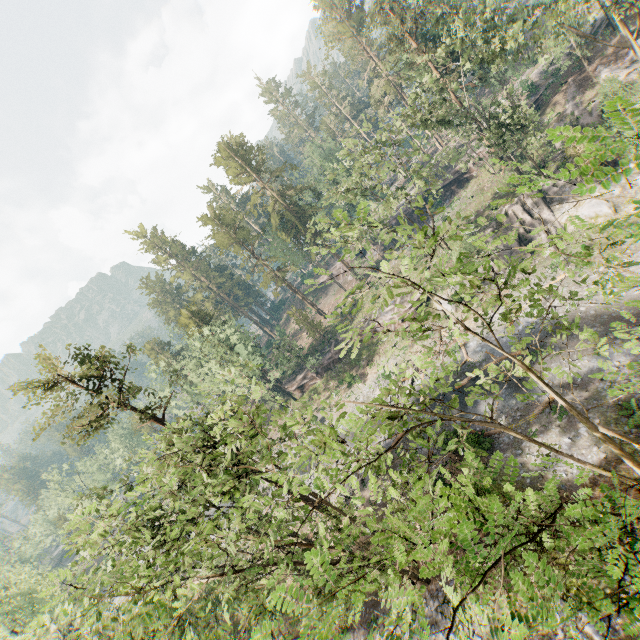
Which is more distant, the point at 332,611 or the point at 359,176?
the point at 359,176

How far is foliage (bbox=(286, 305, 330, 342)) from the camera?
50.09m

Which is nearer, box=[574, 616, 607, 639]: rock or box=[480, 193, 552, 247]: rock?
box=[574, 616, 607, 639]: rock

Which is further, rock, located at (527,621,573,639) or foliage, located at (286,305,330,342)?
foliage, located at (286,305,330,342)

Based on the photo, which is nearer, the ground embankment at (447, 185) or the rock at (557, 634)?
the rock at (557, 634)

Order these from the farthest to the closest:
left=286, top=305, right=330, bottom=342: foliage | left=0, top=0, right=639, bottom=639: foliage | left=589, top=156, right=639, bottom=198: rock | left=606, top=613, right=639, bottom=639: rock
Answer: left=286, top=305, right=330, bottom=342: foliage, left=589, top=156, right=639, bottom=198: rock, left=606, top=613, right=639, bottom=639: rock, left=0, top=0, right=639, bottom=639: foliage

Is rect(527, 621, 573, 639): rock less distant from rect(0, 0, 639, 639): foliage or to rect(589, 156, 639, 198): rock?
rect(0, 0, 639, 639): foliage

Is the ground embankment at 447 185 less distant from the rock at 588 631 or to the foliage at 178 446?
the foliage at 178 446
